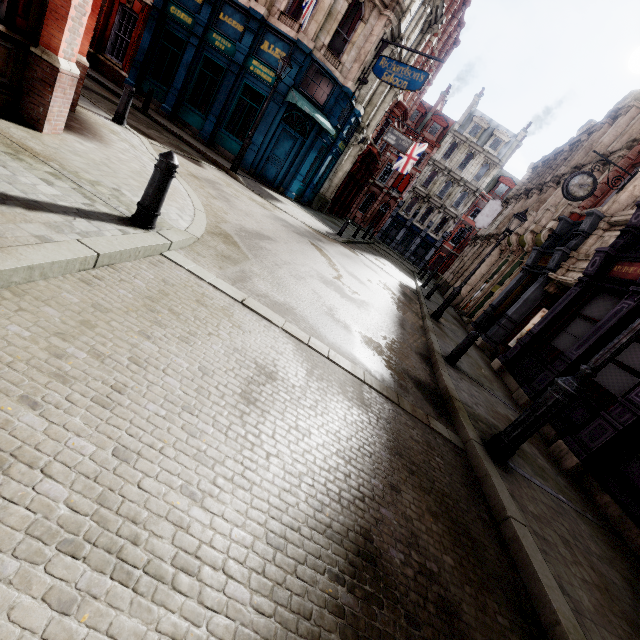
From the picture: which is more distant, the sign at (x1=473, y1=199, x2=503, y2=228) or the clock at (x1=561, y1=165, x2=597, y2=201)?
the sign at (x1=473, y1=199, x2=503, y2=228)

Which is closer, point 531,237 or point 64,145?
point 64,145

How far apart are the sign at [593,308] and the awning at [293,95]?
12.5 meters

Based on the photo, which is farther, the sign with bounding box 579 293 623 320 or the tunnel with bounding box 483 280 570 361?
the tunnel with bounding box 483 280 570 361

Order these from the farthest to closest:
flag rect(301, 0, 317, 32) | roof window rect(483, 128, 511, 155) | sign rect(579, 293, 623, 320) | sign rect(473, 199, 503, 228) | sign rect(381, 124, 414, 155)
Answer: roof window rect(483, 128, 511, 155) < sign rect(473, 199, 503, 228) < sign rect(381, 124, 414, 155) < flag rect(301, 0, 317, 32) < sign rect(579, 293, 623, 320)

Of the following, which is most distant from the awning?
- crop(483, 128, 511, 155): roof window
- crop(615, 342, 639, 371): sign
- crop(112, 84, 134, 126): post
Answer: crop(483, 128, 511, 155): roof window

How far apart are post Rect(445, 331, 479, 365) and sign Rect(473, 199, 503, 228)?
21.73m

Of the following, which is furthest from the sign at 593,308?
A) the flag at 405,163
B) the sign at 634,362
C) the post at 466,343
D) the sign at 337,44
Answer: the flag at 405,163
